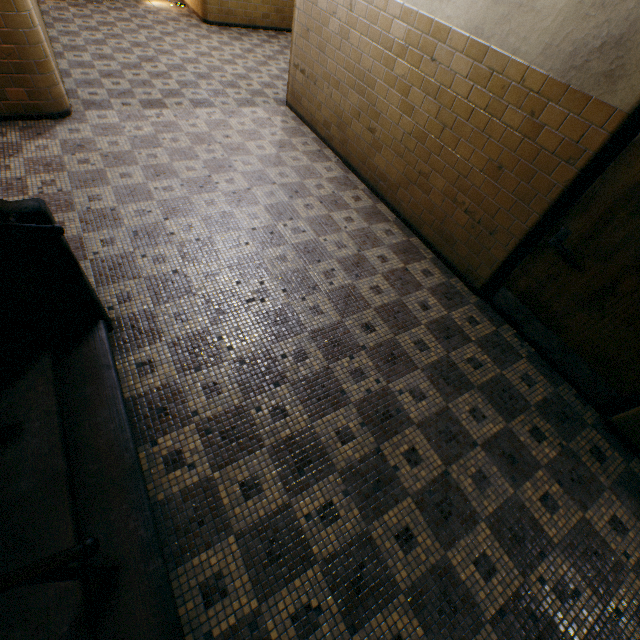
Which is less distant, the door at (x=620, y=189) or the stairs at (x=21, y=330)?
the stairs at (x=21, y=330)

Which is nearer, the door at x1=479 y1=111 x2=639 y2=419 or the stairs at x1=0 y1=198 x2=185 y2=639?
the stairs at x1=0 y1=198 x2=185 y2=639

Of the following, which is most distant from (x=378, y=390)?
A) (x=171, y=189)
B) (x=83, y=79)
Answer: (x=83, y=79)
